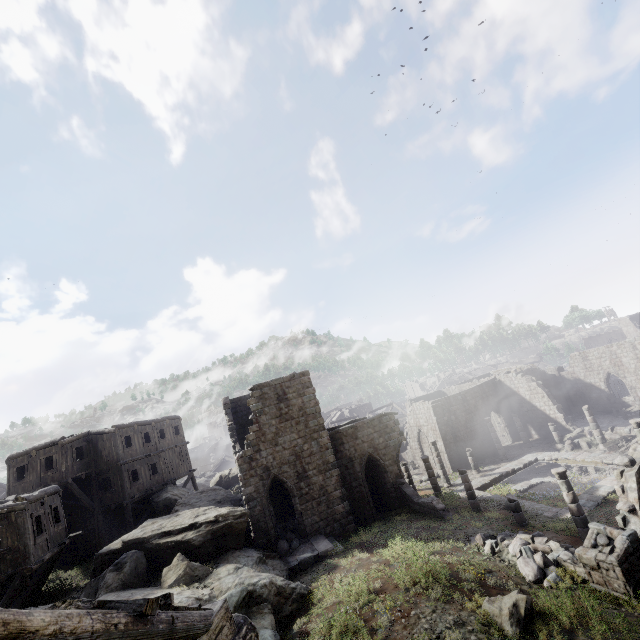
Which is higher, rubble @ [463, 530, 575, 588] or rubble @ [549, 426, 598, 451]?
rubble @ [463, 530, 575, 588]

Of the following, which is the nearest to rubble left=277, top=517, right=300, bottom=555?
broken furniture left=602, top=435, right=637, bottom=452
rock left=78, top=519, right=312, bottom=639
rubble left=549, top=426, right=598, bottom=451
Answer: rock left=78, top=519, right=312, bottom=639

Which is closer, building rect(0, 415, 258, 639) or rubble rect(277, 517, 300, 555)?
building rect(0, 415, 258, 639)

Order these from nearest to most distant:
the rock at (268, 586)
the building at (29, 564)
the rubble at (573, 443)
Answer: the building at (29, 564), the rock at (268, 586), the rubble at (573, 443)

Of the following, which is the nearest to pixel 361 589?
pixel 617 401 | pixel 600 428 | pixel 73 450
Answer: pixel 73 450

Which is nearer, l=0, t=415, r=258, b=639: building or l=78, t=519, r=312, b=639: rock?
l=0, t=415, r=258, b=639: building

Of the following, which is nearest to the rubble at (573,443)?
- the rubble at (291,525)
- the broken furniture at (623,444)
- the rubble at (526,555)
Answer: the broken furniture at (623,444)
